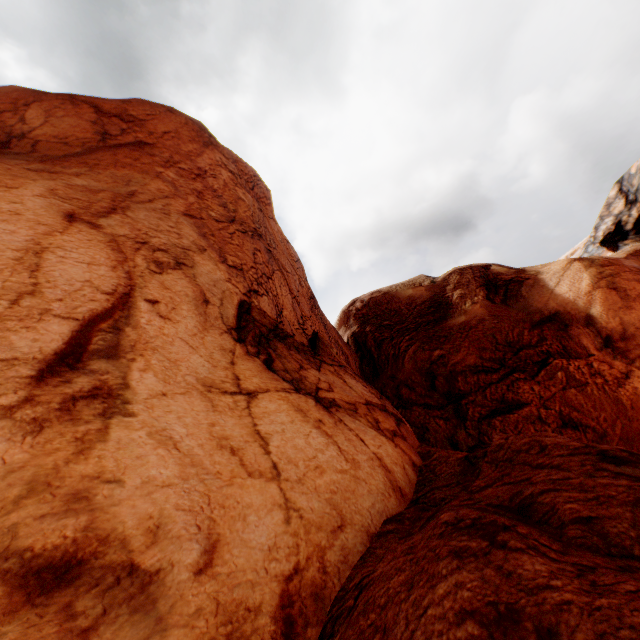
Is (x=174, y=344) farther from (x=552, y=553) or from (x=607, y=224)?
(x=607, y=224)
